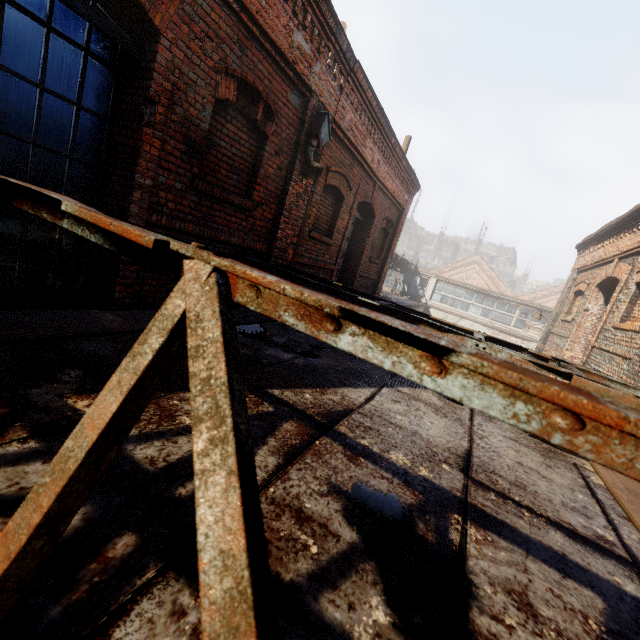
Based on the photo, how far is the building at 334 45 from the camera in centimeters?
500cm

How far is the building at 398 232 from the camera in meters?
11.0

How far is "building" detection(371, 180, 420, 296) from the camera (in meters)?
11.02

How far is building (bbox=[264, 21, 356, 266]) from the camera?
5.00m

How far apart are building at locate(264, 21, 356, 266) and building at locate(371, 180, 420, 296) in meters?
5.8 m

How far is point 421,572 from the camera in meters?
1.5

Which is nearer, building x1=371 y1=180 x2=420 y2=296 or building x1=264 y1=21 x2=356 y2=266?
building x1=264 y1=21 x2=356 y2=266
